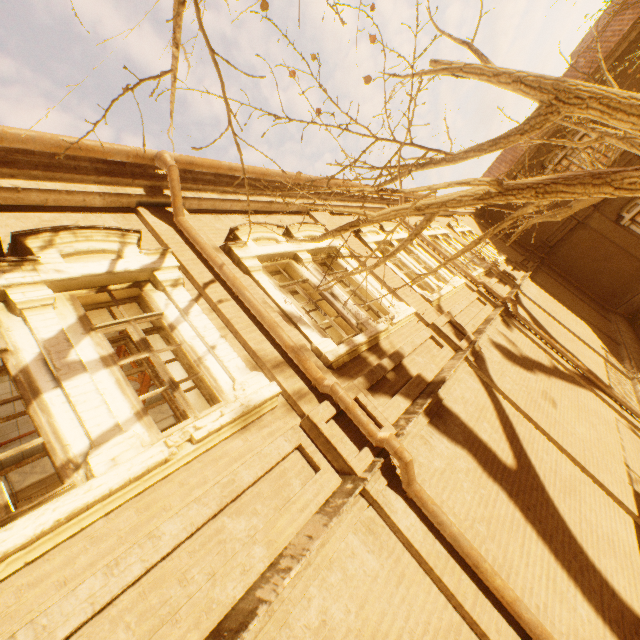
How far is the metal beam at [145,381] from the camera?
5.93m

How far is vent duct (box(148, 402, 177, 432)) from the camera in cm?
845

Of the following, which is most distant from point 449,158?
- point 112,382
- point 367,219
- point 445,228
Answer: point 445,228

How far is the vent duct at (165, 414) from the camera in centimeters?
845cm

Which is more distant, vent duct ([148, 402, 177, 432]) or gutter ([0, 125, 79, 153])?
vent duct ([148, 402, 177, 432])

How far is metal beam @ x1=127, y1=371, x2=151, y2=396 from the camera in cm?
593

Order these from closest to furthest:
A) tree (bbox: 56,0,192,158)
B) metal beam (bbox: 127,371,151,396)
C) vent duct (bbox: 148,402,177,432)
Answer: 1. tree (bbox: 56,0,192,158)
2. metal beam (bbox: 127,371,151,396)
3. vent duct (bbox: 148,402,177,432)

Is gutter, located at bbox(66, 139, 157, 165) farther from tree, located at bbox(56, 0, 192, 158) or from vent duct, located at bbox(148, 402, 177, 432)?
vent duct, located at bbox(148, 402, 177, 432)
